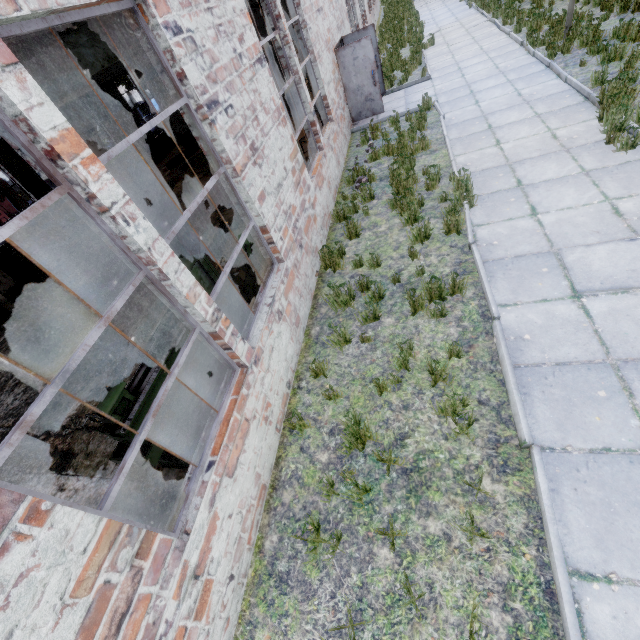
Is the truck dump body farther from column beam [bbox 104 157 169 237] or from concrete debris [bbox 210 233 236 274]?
concrete debris [bbox 210 233 236 274]

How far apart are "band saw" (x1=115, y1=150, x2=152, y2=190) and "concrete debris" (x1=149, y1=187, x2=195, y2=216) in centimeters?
276cm

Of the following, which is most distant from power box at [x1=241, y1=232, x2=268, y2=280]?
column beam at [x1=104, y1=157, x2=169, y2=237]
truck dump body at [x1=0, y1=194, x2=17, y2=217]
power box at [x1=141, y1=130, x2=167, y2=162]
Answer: truck dump body at [x1=0, y1=194, x2=17, y2=217]

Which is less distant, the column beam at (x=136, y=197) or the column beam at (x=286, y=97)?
the column beam at (x=136, y=197)

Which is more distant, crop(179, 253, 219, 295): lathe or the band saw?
the band saw

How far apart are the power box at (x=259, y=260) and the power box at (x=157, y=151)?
16.96m

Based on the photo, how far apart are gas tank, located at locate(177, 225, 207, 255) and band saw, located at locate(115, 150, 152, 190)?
9.7m

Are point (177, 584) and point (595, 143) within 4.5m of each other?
no
